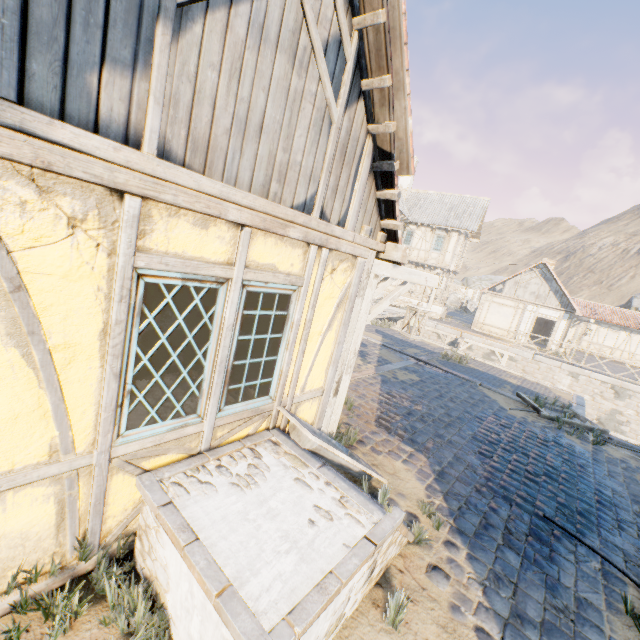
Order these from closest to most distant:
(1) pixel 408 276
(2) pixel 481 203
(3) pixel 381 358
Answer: (1) pixel 408 276 → (3) pixel 381 358 → (2) pixel 481 203

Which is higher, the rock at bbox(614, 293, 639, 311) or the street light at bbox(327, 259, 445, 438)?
the rock at bbox(614, 293, 639, 311)

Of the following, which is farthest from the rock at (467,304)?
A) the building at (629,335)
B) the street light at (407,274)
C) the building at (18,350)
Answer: the street light at (407,274)

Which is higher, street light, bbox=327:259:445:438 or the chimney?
the chimney

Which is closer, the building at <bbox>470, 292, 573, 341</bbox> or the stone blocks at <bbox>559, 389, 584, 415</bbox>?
the stone blocks at <bbox>559, 389, 584, 415</bbox>

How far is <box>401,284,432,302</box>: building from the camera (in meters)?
26.34

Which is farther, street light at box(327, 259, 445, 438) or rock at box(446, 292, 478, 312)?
rock at box(446, 292, 478, 312)

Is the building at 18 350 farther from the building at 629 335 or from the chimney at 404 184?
the building at 629 335
